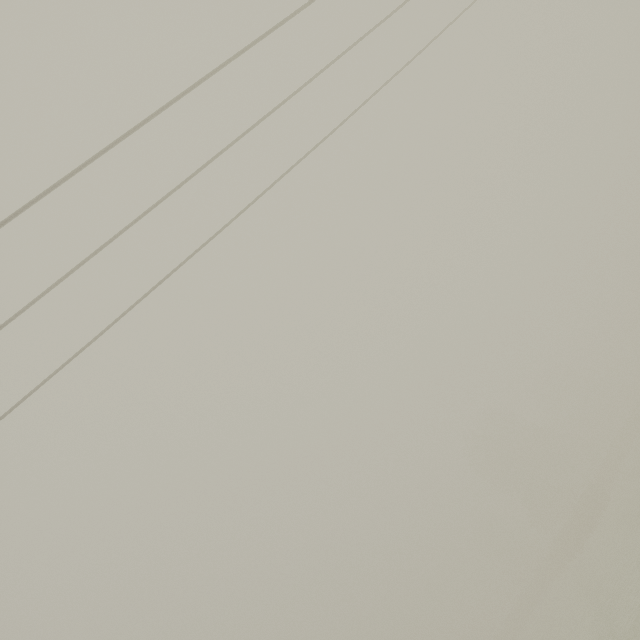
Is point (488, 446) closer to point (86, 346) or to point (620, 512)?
point (620, 512)
